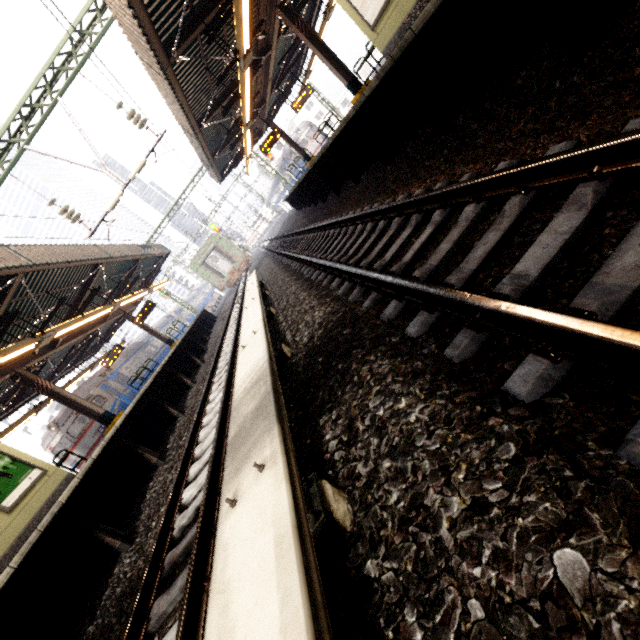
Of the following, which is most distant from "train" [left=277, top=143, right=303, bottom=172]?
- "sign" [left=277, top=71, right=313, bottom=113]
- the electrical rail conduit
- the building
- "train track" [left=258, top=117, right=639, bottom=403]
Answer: the building

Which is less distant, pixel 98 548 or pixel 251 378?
pixel 251 378

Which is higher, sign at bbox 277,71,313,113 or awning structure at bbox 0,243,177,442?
awning structure at bbox 0,243,177,442

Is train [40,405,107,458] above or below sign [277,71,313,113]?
below

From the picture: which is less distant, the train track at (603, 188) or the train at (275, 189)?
the train track at (603, 188)

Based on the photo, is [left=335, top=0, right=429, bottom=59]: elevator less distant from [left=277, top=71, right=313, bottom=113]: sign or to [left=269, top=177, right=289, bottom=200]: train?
[left=277, top=71, right=313, bottom=113]: sign

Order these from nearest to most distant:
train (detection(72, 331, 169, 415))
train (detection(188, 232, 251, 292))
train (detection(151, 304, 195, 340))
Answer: train (detection(72, 331, 169, 415)) < train (detection(188, 232, 251, 292)) < train (detection(151, 304, 195, 340))

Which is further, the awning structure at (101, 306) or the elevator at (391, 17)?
the awning structure at (101, 306)
